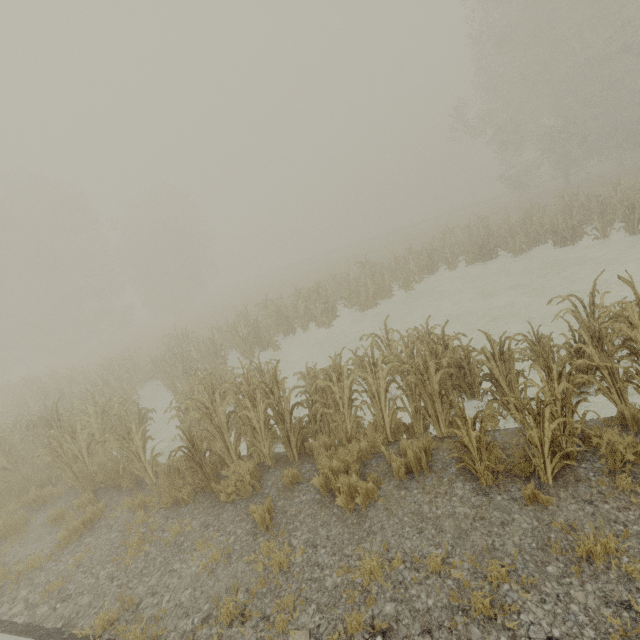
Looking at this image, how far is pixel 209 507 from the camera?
5.42m
